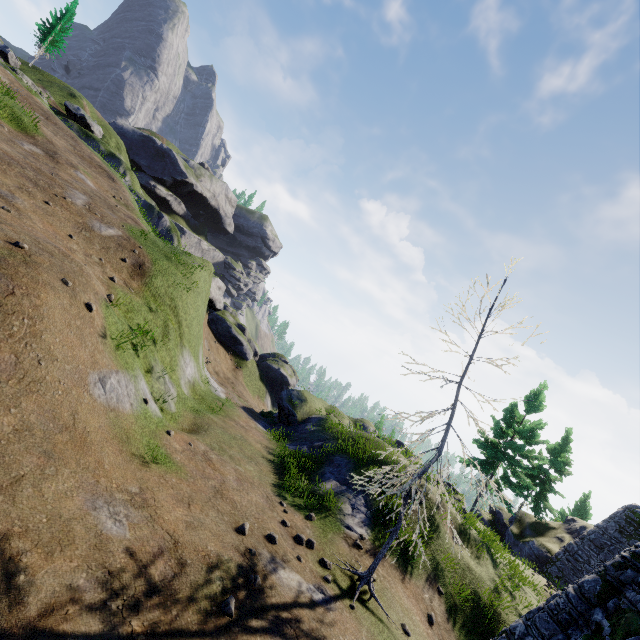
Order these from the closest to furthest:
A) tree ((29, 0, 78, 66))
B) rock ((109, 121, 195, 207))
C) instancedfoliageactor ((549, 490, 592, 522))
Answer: instancedfoliageactor ((549, 490, 592, 522)) < tree ((29, 0, 78, 66)) < rock ((109, 121, 195, 207))

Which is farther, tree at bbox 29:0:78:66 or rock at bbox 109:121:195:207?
rock at bbox 109:121:195:207

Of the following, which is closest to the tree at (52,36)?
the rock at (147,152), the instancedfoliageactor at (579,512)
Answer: the rock at (147,152)

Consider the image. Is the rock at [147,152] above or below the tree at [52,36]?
below

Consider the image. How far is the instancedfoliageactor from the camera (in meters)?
39.03

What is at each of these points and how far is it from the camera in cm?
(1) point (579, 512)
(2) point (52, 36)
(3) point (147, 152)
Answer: (1) instancedfoliageactor, 3953
(2) tree, 4062
(3) rock, 5559

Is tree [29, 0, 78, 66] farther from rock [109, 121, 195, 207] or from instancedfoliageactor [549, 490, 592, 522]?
instancedfoliageactor [549, 490, 592, 522]

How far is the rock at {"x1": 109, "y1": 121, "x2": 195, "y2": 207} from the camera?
54.3 meters
